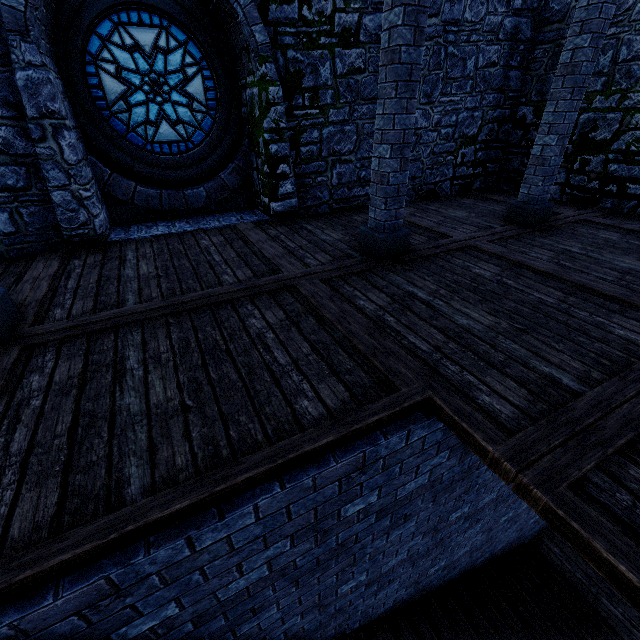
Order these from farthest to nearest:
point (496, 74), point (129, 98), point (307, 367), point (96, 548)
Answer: point (496, 74), point (129, 98), point (307, 367), point (96, 548)

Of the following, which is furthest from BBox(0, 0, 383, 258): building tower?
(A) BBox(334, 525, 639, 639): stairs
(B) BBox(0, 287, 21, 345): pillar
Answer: (B) BBox(0, 287, 21, 345): pillar

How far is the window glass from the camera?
5.1m

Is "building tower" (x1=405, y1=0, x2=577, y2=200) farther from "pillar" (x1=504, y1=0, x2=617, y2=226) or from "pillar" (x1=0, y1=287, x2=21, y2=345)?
"pillar" (x1=0, y1=287, x2=21, y2=345)

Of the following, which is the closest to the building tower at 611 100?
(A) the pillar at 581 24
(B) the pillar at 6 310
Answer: (A) the pillar at 581 24

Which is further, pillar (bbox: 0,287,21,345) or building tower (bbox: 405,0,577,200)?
building tower (bbox: 405,0,577,200)

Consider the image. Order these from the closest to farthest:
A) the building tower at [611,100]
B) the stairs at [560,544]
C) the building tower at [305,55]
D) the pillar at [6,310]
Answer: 1. the pillar at [6,310]
2. the building tower at [305,55]
3. the stairs at [560,544]
4. the building tower at [611,100]

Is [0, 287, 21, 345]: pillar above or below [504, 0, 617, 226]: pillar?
below
